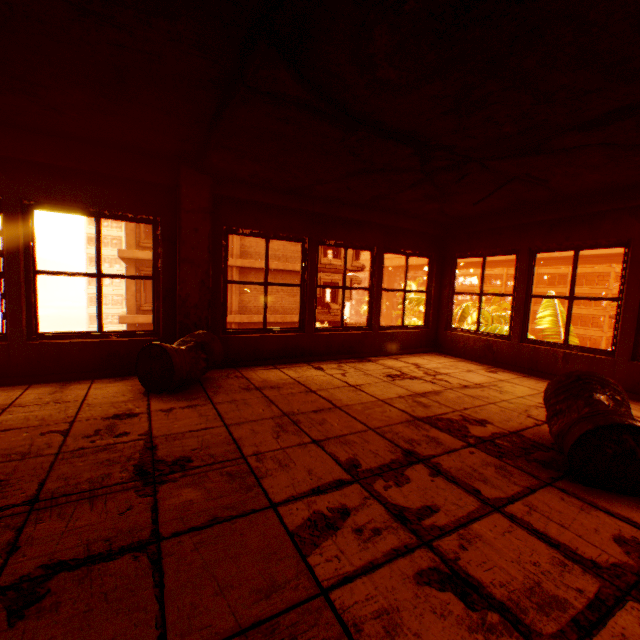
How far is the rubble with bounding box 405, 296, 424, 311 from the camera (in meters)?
18.44

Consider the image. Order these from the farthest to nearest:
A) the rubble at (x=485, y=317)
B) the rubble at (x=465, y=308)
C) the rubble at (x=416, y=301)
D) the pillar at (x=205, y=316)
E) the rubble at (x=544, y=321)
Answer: the rubble at (x=416, y=301)
the rubble at (x=465, y=308)
the rubble at (x=544, y=321)
the rubble at (x=485, y=317)
the pillar at (x=205, y=316)

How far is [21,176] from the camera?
3.4 meters

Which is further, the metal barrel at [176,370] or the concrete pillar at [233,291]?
the concrete pillar at [233,291]

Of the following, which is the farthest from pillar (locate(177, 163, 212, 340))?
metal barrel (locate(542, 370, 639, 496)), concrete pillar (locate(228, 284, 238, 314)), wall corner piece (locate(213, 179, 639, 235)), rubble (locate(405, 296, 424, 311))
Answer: concrete pillar (locate(228, 284, 238, 314))

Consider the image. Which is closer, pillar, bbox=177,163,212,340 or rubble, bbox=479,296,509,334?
pillar, bbox=177,163,212,340

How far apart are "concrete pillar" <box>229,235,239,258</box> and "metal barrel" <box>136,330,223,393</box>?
14.26m

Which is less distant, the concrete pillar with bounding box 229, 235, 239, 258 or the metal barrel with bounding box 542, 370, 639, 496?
the metal barrel with bounding box 542, 370, 639, 496
